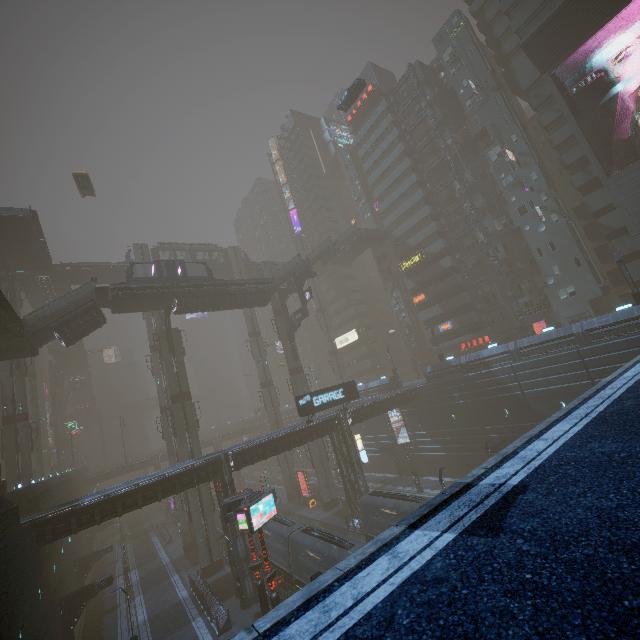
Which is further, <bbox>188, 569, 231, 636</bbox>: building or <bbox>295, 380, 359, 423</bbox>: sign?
<bbox>295, 380, 359, 423</bbox>: sign

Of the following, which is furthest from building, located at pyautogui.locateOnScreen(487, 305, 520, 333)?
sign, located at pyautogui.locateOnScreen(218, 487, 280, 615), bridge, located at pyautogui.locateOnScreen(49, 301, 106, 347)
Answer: bridge, located at pyautogui.locateOnScreen(49, 301, 106, 347)

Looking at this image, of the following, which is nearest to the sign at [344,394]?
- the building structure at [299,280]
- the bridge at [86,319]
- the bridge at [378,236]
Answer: the building structure at [299,280]

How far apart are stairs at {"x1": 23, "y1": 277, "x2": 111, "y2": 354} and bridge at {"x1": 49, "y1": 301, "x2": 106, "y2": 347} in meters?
0.0

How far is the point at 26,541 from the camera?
19.36m

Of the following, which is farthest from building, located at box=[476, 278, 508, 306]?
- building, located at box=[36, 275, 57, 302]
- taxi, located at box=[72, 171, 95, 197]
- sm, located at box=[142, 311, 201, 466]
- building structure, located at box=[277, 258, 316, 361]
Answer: building, located at box=[36, 275, 57, 302]

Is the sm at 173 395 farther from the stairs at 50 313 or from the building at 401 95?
the stairs at 50 313

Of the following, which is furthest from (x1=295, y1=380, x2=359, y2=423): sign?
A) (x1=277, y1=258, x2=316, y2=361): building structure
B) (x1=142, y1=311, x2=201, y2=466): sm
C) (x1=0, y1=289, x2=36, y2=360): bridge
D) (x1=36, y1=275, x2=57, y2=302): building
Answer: (x1=36, y1=275, x2=57, y2=302): building
